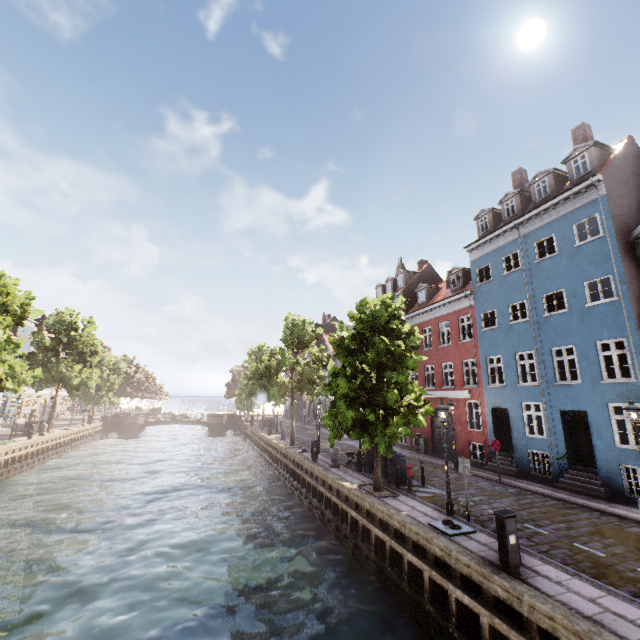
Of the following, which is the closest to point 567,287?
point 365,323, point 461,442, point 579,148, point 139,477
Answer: point 579,148

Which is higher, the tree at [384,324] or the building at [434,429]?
the tree at [384,324]

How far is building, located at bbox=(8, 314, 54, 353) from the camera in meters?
41.5 m

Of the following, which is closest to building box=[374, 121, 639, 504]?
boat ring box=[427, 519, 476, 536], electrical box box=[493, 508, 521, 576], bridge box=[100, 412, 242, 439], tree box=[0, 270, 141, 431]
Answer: tree box=[0, 270, 141, 431]

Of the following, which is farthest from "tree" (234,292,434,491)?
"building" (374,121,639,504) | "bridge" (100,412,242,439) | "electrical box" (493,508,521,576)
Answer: "electrical box" (493,508,521,576)

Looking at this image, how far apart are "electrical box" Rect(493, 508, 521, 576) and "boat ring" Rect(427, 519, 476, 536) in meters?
2.0 m

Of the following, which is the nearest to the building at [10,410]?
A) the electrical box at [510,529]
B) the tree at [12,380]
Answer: the tree at [12,380]

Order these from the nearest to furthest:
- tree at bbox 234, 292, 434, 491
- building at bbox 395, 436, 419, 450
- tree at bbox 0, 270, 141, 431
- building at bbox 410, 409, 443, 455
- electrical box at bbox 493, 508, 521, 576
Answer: electrical box at bbox 493, 508, 521, 576, tree at bbox 234, 292, 434, 491, tree at bbox 0, 270, 141, 431, building at bbox 410, 409, 443, 455, building at bbox 395, 436, 419, 450
